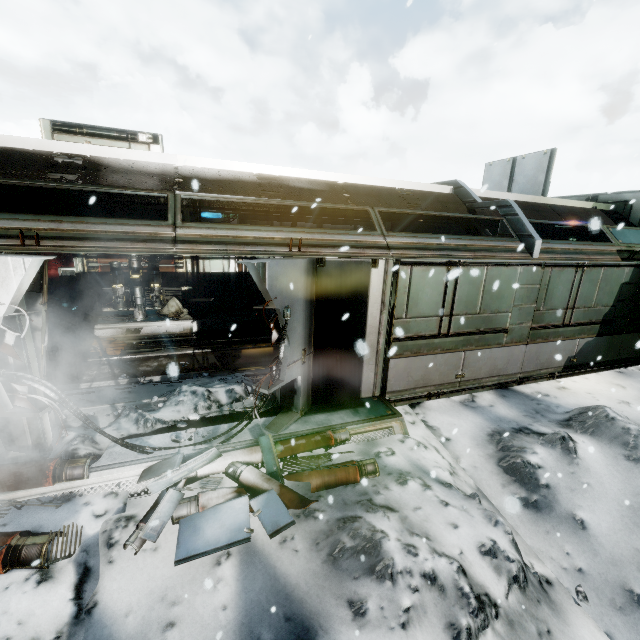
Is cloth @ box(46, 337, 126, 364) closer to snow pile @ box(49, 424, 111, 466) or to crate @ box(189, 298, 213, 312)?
snow pile @ box(49, 424, 111, 466)

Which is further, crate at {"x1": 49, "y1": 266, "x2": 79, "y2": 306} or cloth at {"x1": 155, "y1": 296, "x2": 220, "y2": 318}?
crate at {"x1": 49, "y1": 266, "x2": 79, "y2": 306}

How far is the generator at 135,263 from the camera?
10.2 meters

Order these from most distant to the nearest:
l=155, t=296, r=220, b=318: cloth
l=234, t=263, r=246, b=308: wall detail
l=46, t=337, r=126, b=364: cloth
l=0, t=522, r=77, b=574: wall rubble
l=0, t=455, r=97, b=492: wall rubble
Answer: l=234, t=263, r=246, b=308: wall detail → l=155, t=296, r=220, b=318: cloth → l=46, t=337, r=126, b=364: cloth → l=0, t=455, r=97, b=492: wall rubble → l=0, t=522, r=77, b=574: wall rubble

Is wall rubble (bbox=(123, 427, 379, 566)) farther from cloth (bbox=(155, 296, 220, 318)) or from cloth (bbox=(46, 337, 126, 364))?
cloth (bbox=(155, 296, 220, 318))

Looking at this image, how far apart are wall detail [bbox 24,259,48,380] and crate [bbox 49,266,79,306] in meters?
9.0

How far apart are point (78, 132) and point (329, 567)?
10.7 meters

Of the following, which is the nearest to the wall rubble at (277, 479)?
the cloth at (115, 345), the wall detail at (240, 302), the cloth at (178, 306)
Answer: the cloth at (115, 345)
